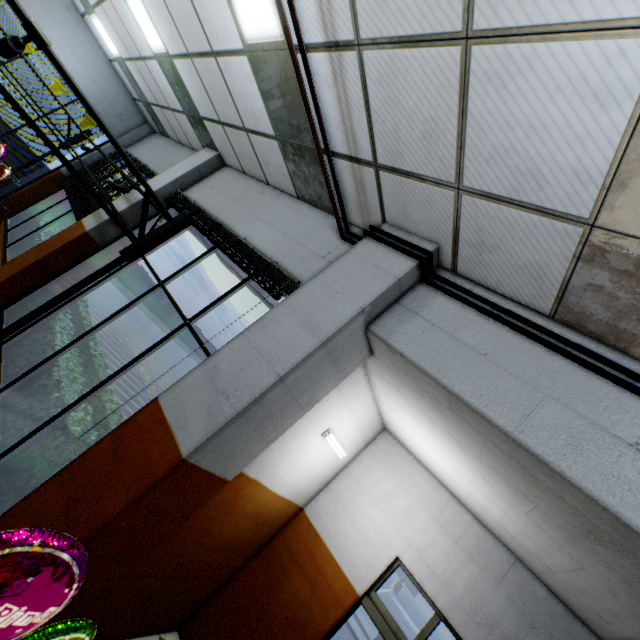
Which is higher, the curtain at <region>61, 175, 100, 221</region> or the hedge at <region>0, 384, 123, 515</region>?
the curtain at <region>61, 175, 100, 221</region>

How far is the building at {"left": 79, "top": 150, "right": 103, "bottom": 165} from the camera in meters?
9.0

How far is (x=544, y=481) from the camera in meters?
2.1

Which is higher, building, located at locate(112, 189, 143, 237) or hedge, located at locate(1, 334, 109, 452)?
building, located at locate(112, 189, 143, 237)

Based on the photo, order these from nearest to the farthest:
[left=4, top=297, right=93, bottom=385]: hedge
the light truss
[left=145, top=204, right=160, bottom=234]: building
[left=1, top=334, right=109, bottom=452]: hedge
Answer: the light truss
[left=1, top=334, right=109, bottom=452]: hedge
[left=4, top=297, right=93, bottom=385]: hedge
[left=145, top=204, right=160, bottom=234]: building

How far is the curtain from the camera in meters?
6.5 m

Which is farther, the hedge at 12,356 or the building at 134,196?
the building at 134,196

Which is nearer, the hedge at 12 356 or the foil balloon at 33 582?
the foil balloon at 33 582
